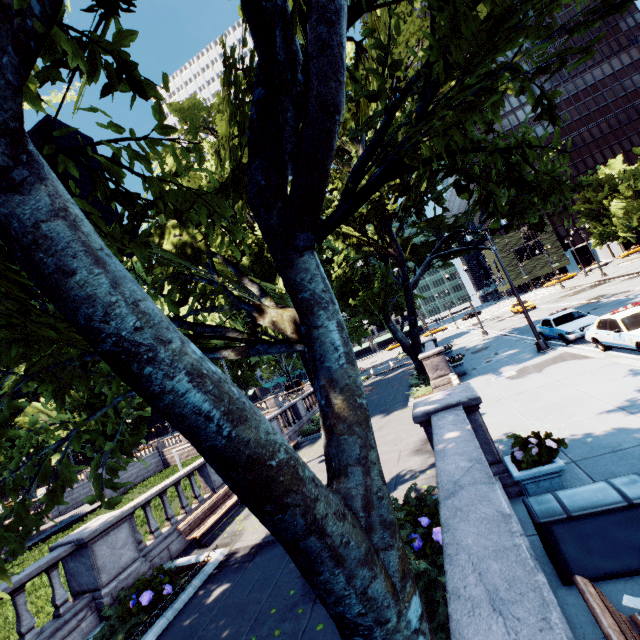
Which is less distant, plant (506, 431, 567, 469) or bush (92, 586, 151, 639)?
plant (506, 431, 567, 469)

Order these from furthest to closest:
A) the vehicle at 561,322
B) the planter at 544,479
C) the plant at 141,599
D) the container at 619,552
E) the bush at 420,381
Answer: the bush at 420,381 → the vehicle at 561,322 → the plant at 141,599 → the planter at 544,479 → the container at 619,552

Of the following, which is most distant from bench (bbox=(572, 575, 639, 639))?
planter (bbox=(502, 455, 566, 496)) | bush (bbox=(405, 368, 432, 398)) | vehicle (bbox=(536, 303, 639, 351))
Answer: bush (bbox=(405, 368, 432, 398))

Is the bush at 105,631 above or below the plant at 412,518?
below

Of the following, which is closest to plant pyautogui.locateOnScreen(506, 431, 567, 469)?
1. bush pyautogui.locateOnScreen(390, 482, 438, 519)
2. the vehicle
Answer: bush pyautogui.locateOnScreen(390, 482, 438, 519)

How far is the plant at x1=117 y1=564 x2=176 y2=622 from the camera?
7.3 meters

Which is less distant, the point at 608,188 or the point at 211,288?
the point at 211,288

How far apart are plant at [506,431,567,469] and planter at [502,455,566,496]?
0.0m
